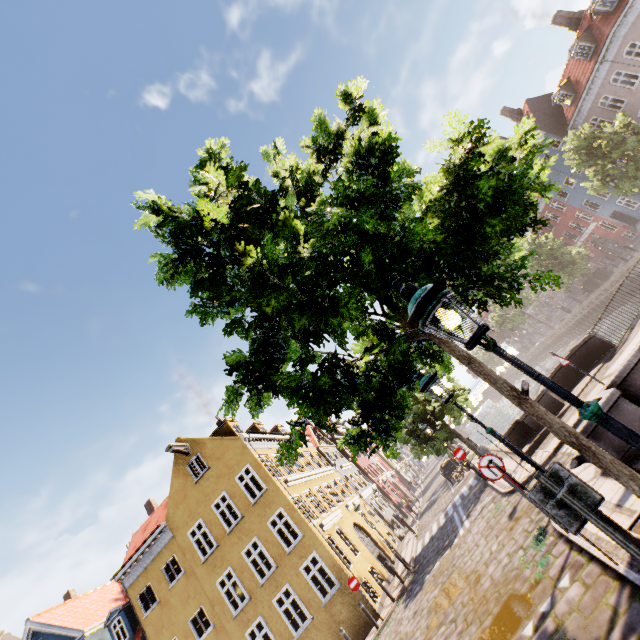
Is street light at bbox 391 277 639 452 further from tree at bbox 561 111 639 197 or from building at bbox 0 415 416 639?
building at bbox 0 415 416 639

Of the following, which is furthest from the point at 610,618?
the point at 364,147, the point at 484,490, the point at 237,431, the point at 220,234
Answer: the point at 237,431

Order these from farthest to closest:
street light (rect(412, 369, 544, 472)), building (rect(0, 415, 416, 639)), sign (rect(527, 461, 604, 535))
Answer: building (rect(0, 415, 416, 639)) < street light (rect(412, 369, 544, 472)) < sign (rect(527, 461, 604, 535))

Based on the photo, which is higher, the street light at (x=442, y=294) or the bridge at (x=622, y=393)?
the street light at (x=442, y=294)

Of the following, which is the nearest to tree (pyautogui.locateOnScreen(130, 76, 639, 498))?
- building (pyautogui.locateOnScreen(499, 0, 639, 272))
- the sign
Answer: the sign

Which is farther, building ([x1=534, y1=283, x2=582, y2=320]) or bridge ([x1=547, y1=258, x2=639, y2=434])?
building ([x1=534, y1=283, x2=582, y2=320])

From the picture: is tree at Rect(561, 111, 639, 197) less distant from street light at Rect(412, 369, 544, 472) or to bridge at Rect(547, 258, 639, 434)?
street light at Rect(412, 369, 544, 472)

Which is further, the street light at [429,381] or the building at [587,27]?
the building at [587,27]
